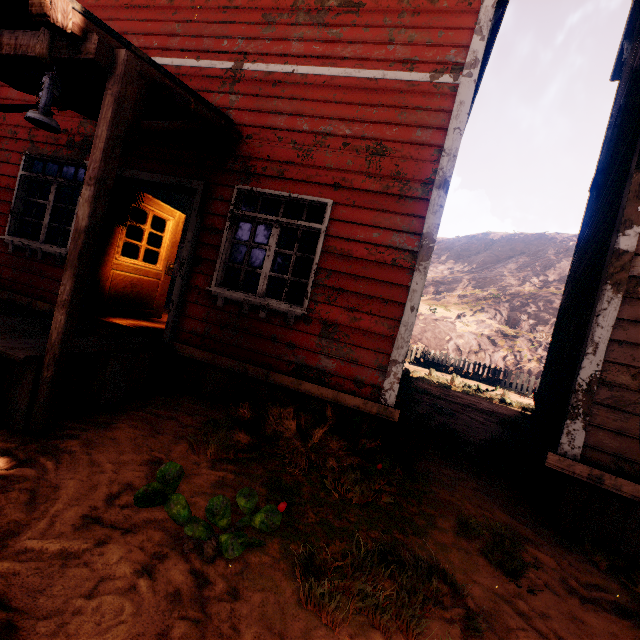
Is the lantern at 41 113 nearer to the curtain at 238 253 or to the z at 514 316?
the curtain at 238 253

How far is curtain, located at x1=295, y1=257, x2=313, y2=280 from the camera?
4.34m

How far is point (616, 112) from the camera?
7.7m

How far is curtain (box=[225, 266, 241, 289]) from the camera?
4.6 meters

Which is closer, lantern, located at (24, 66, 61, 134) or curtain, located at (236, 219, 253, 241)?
lantern, located at (24, 66, 61, 134)

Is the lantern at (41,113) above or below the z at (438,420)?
above

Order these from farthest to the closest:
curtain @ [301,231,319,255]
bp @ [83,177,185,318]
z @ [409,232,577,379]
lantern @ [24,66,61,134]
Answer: z @ [409,232,577,379] → bp @ [83,177,185,318] → curtain @ [301,231,319,255] → lantern @ [24,66,61,134]
